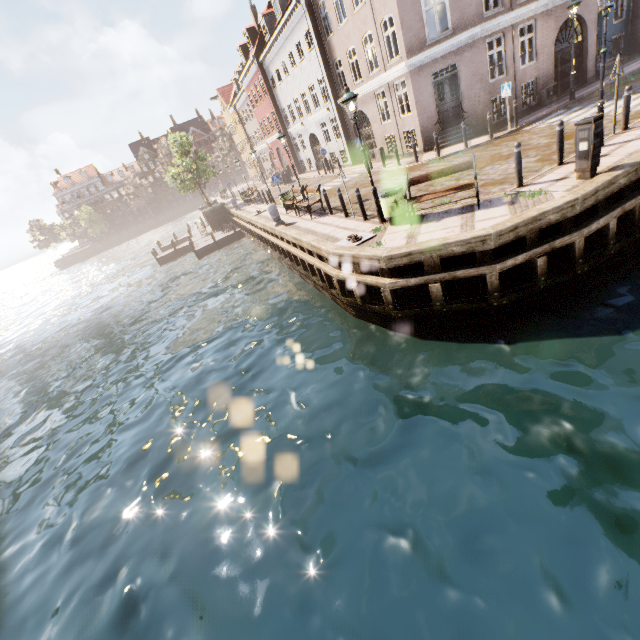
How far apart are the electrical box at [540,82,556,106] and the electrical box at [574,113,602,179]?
13.3m

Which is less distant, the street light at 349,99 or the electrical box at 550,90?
the street light at 349,99

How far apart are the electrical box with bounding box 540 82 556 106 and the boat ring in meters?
15.2 m

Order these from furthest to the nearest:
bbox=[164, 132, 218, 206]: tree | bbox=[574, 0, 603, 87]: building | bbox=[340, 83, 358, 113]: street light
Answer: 1. bbox=[164, 132, 218, 206]: tree
2. bbox=[574, 0, 603, 87]: building
3. bbox=[340, 83, 358, 113]: street light

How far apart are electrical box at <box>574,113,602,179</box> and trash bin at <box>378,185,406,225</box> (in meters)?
3.95

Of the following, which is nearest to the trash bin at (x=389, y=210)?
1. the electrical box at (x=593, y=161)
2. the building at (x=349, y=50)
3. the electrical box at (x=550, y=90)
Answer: the electrical box at (x=593, y=161)

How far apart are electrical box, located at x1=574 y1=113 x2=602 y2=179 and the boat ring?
4.9m

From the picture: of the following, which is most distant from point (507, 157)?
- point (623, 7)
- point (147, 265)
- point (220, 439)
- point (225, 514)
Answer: point (147, 265)
